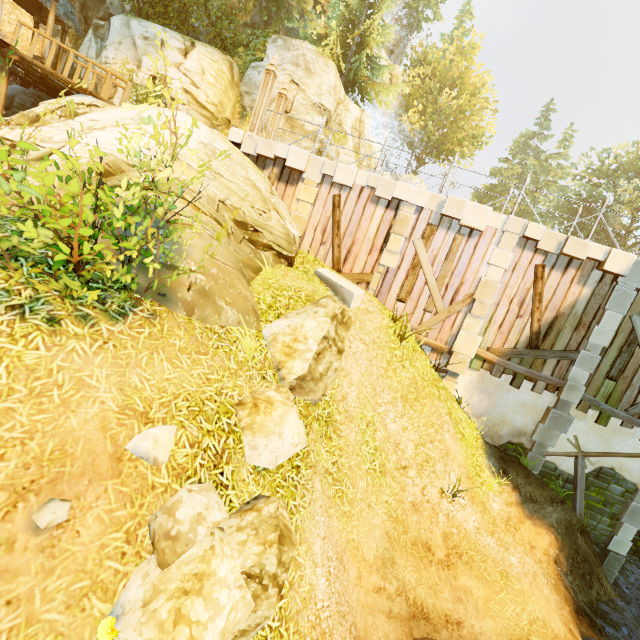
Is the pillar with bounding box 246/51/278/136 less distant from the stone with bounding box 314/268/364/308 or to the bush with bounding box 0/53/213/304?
the stone with bounding box 314/268/364/308

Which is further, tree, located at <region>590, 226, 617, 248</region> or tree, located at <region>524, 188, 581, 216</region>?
tree, located at <region>524, 188, 581, 216</region>

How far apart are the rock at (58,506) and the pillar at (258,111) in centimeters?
1141cm

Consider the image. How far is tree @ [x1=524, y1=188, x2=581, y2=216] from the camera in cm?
3384

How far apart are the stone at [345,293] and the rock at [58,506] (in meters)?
7.50

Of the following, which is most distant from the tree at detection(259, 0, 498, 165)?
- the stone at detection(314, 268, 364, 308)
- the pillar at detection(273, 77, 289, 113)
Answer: the stone at detection(314, 268, 364, 308)

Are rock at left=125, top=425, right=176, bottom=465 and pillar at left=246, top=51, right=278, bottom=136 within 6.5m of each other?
no

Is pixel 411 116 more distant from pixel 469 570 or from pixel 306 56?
pixel 469 570
